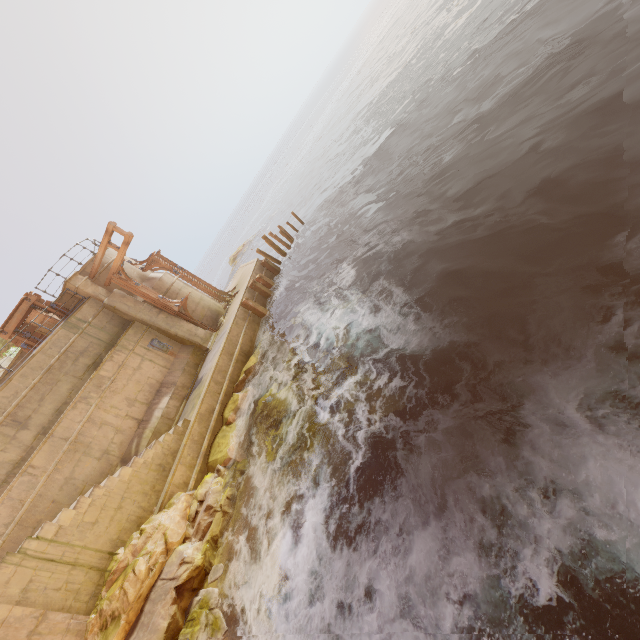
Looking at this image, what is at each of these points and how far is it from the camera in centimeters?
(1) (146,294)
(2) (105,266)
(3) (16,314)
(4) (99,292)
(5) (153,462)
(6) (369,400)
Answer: (1) trim, 1612cm
(2) building, 1628cm
(3) wood, 1410cm
(4) column, 1527cm
(5) stairs, 1031cm
(6) rock, 731cm

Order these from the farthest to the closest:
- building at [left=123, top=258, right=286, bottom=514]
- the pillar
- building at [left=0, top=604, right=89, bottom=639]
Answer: the pillar → building at [left=123, top=258, right=286, bottom=514] → building at [left=0, top=604, right=89, bottom=639]

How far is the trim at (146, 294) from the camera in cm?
1571

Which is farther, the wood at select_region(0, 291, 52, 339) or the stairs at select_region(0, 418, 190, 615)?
the wood at select_region(0, 291, 52, 339)

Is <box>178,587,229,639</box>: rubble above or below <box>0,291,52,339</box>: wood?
below

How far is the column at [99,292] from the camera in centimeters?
1469cm

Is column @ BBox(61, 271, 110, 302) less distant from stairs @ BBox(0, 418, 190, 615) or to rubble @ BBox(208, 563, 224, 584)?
stairs @ BBox(0, 418, 190, 615)

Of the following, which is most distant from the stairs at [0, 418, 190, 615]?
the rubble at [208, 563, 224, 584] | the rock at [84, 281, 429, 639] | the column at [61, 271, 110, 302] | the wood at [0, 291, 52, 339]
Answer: the column at [61, 271, 110, 302]
